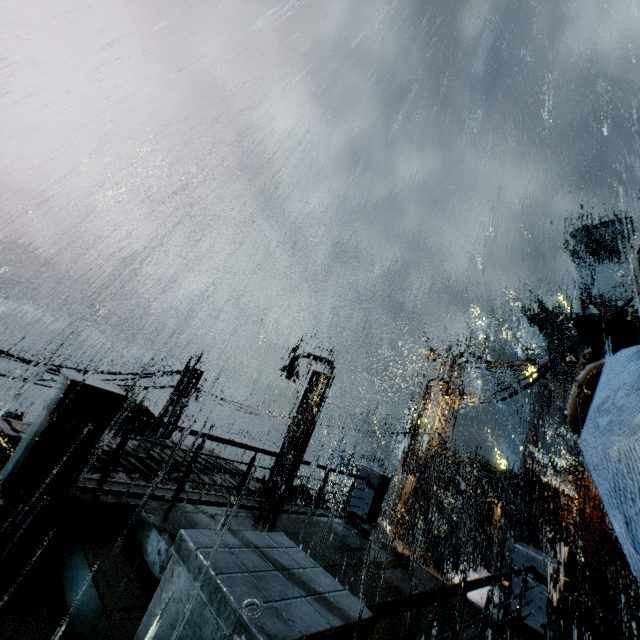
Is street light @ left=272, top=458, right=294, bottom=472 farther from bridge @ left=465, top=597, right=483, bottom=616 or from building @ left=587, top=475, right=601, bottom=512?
building @ left=587, top=475, right=601, bottom=512

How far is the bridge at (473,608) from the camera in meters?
6.7 m

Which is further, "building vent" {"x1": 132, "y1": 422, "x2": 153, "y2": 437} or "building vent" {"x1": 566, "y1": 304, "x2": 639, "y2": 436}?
"building vent" {"x1": 132, "y1": 422, "x2": 153, "y2": 437}

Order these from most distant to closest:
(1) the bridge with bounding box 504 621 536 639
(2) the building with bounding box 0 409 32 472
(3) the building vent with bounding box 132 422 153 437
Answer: (3) the building vent with bounding box 132 422 153 437 → (2) the building with bounding box 0 409 32 472 → (1) the bridge with bounding box 504 621 536 639

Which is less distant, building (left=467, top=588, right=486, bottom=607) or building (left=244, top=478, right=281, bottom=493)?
building (left=244, top=478, right=281, bottom=493)

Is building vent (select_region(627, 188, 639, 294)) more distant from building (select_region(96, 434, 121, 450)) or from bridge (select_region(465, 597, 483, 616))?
bridge (select_region(465, 597, 483, 616))

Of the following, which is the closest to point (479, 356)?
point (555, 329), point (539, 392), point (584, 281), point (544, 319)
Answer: point (539, 392)

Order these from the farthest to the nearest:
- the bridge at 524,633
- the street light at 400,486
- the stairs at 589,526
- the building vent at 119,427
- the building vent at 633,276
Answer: the stairs at 589,526
the building vent at 119,427
the street light at 400,486
the building vent at 633,276
the bridge at 524,633
